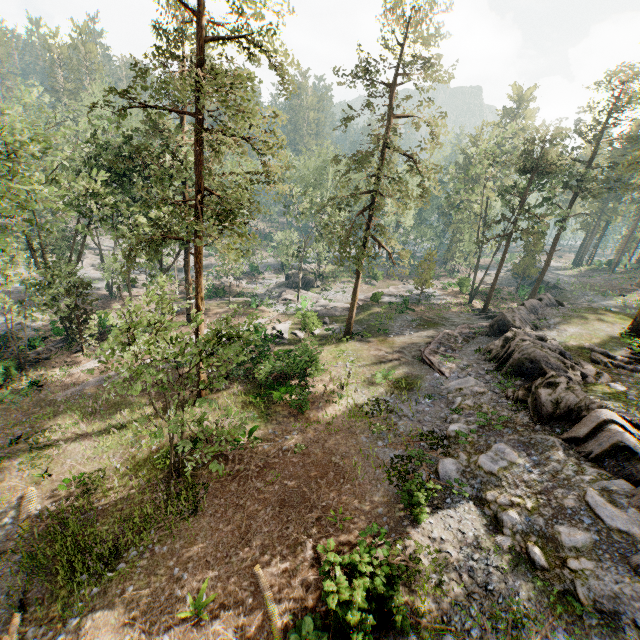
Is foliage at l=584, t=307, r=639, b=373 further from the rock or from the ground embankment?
the ground embankment

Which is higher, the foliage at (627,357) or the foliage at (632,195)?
the foliage at (632,195)

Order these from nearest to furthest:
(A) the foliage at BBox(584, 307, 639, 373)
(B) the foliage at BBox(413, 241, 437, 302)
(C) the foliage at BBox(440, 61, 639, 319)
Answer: (A) the foliage at BBox(584, 307, 639, 373) < (C) the foliage at BBox(440, 61, 639, 319) < (B) the foliage at BBox(413, 241, 437, 302)

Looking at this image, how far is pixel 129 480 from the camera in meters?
15.3

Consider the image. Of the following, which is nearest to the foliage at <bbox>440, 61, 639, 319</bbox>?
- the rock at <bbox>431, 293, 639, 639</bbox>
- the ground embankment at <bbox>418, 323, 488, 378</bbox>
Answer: the rock at <bbox>431, 293, 639, 639</bbox>

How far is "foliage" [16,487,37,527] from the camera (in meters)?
14.33

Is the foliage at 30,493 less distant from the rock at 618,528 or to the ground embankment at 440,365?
the rock at 618,528
